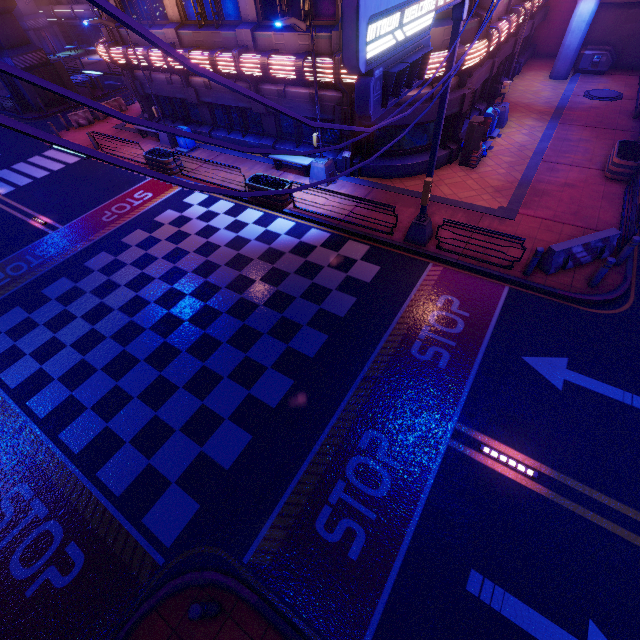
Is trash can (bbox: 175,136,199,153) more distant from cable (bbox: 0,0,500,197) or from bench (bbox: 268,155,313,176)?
cable (bbox: 0,0,500,197)

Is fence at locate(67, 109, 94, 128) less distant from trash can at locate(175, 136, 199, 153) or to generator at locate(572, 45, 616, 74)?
trash can at locate(175, 136, 199, 153)

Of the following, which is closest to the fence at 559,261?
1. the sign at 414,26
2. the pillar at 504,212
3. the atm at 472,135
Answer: the pillar at 504,212

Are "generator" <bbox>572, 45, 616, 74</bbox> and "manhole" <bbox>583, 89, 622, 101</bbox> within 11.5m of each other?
yes

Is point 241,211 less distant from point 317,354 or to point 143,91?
point 317,354

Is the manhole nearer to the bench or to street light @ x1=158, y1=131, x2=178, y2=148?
the bench

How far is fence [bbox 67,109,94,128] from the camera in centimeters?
2377cm

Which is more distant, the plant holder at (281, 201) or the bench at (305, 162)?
the bench at (305, 162)
